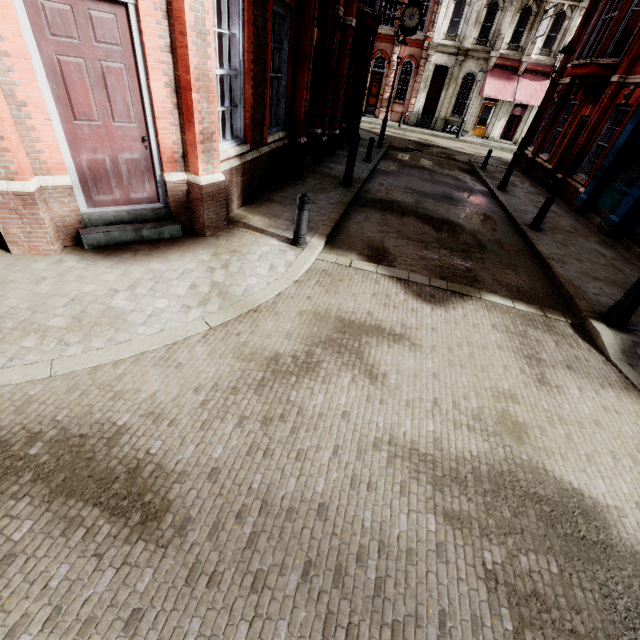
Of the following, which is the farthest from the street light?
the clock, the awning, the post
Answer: the awning

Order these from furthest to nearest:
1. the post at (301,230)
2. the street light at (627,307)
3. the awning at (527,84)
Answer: the awning at (527,84) → the post at (301,230) → the street light at (627,307)

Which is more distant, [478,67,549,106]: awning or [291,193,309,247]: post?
[478,67,549,106]: awning

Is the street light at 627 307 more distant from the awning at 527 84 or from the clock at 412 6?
the awning at 527 84

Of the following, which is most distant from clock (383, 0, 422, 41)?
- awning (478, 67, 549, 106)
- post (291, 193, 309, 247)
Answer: post (291, 193, 309, 247)

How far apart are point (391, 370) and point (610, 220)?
10.8 meters

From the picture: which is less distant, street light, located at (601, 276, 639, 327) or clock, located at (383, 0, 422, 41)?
street light, located at (601, 276, 639, 327)
